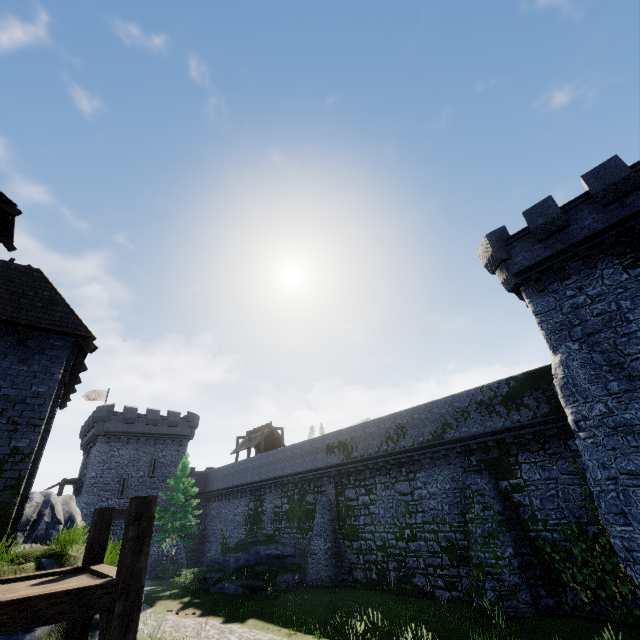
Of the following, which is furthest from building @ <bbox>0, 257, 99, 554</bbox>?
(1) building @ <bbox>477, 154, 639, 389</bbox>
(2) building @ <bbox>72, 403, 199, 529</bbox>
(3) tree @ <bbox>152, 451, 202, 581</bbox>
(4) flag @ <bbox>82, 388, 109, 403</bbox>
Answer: (4) flag @ <bbox>82, 388, 109, 403</bbox>

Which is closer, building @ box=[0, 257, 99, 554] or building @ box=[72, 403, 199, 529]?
building @ box=[0, 257, 99, 554]

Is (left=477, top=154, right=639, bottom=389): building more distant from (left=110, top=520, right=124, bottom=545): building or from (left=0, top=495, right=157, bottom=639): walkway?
(left=110, top=520, right=124, bottom=545): building

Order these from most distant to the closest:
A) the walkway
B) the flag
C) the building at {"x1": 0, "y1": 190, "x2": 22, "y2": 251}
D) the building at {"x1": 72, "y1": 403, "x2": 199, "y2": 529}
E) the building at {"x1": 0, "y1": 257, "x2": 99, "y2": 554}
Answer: the flag, the building at {"x1": 72, "y1": 403, "x2": 199, "y2": 529}, the building at {"x1": 0, "y1": 190, "x2": 22, "y2": 251}, the building at {"x1": 0, "y1": 257, "x2": 99, "y2": 554}, the walkway

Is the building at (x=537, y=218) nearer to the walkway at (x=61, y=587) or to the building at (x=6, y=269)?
the walkway at (x=61, y=587)

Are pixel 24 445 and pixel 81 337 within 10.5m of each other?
yes

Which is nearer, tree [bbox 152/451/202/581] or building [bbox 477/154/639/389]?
building [bbox 477/154/639/389]

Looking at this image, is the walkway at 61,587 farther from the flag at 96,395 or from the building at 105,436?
the flag at 96,395
